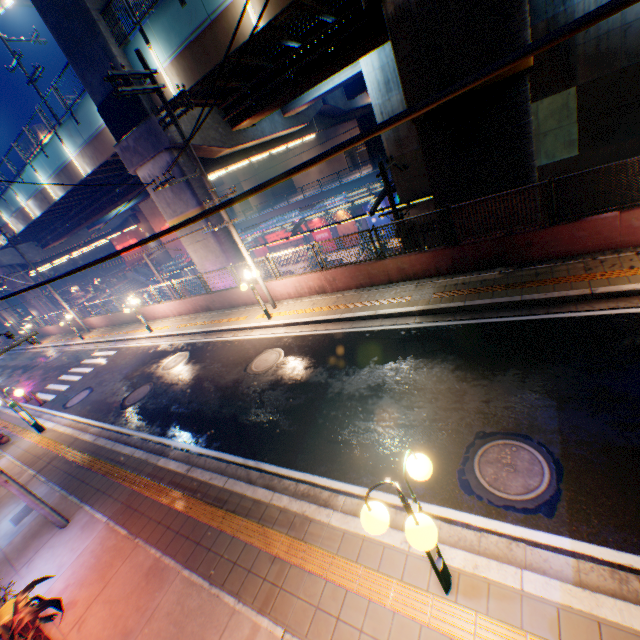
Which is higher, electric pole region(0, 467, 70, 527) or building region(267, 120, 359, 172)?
building region(267, 120, 359, 172)

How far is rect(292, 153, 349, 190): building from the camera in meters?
53.9 m

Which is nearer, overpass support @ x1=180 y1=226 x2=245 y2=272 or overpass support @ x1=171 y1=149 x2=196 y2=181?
overpass support @ x1=171 y1=149 x2=196 y2=181

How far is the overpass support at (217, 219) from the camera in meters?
16.7 m

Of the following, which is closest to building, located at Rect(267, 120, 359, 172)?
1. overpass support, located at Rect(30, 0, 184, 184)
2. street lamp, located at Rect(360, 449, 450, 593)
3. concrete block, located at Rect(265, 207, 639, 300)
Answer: overpass support, located at Rect(30, 0, 184, 184)

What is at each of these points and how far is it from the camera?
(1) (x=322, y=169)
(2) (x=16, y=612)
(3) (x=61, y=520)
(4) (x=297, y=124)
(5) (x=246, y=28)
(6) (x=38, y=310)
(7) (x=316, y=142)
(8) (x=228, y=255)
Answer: (1) building, 55.9 meters
(2) plants, 4.9 meters
(3) electric pole, 7.8 meters
(4) overpass support, 22.5 meters
(5) overpass support, 11.3 meters
(6) overpass support, 36.1 meters
(7) building, 53.7 meters
(8) overpass support, 17.5 meters

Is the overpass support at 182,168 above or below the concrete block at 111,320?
above

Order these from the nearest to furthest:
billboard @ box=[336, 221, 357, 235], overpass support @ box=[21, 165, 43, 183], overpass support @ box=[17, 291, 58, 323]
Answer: overpass support @ box=[21, 165, 43, 183] → overpass support @ box=[17, 291, 58, 323] → billboard @ box=[336, 221, 357, 235]
